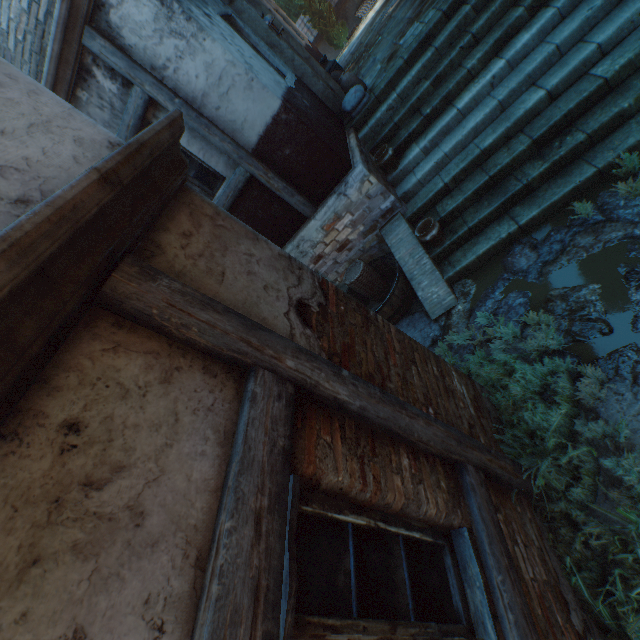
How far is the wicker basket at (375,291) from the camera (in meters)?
5.78

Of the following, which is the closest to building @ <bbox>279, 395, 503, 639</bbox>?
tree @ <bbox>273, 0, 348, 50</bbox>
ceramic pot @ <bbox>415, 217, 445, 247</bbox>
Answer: tree @ <bbox>273, 0, 348, 50</bbox>

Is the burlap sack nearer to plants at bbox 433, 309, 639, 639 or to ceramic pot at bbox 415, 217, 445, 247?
ceramic pot at bbox 415, 217, 445, 247

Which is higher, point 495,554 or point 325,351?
point 325,351

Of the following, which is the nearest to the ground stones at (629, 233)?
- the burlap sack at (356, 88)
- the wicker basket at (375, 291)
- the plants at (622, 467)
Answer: the plants at (622, 467)

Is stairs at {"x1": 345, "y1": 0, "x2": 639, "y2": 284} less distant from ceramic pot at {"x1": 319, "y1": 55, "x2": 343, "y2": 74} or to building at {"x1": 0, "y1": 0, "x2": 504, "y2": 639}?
building at {"x1": 0, "y1": 0, "x2": 504, "y2": 639}

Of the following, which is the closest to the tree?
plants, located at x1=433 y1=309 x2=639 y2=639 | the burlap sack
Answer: plants, located at x1=433 y1=309 x2=639 y2=639

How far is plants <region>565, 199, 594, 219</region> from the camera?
3.7m
